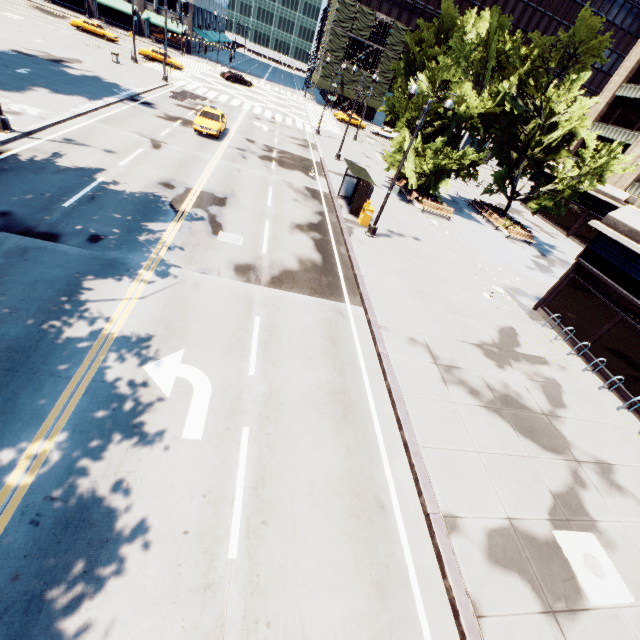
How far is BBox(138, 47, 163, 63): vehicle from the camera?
40.81m

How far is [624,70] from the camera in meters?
35.5 m

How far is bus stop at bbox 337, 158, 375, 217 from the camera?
19.1m

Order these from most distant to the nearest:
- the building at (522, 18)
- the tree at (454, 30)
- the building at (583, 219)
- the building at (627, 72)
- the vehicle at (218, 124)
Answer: the building at (522, 18) → the building at (627, 72) → the vehicle at (218, 124) → the tree at (454, 30) → the building at (583, 219)

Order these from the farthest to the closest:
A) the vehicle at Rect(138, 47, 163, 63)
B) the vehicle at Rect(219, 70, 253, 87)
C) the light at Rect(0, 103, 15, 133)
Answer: the vehicle at Rect(219, 70, 253, 87), the vehicle at Rect(138, 47, 163, 63), the light at Rect(0, 103, 15, 133)

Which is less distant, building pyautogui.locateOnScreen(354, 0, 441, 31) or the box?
the box

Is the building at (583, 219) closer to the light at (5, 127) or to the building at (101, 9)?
the light at (5, 127)

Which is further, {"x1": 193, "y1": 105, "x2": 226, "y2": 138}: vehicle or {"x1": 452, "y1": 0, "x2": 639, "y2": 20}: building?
{"x1": 452, "y1": 0, "x2": 639, "y2": 20}: building
